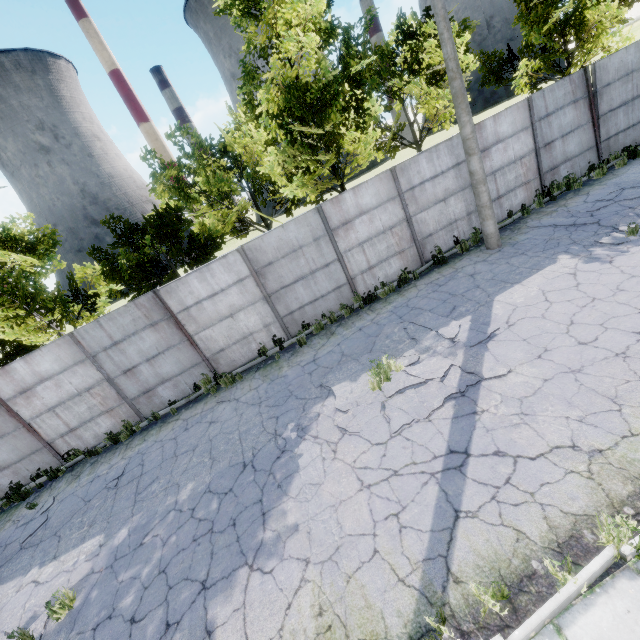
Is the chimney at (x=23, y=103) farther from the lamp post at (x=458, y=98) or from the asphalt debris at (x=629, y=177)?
the asphalt debris at (x=629, y=177)

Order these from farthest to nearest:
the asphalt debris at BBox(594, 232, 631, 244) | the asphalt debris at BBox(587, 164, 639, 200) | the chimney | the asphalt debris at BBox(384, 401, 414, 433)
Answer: the chimney → the asphalt debris at BBox(587, 164, 639, 200) → the asphalt debris at BBox(594, 232, 631, 244) → the asphalt debris at BBox(384, 401, 414, 433)

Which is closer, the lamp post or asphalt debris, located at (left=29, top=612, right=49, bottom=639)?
asphalt debris, located at (left=29, top=612, right=49, bottom=639)

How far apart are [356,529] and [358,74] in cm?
2104

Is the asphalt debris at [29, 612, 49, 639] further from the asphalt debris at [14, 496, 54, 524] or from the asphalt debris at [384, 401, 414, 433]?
the asphalt debris at [384, 401, 414, 433]

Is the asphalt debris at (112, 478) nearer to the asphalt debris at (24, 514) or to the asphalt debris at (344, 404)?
the asphalt debris at (24, 514)

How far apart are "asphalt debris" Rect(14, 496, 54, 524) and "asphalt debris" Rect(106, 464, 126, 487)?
1.6m

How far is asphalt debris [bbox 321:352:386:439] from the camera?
6.44m
